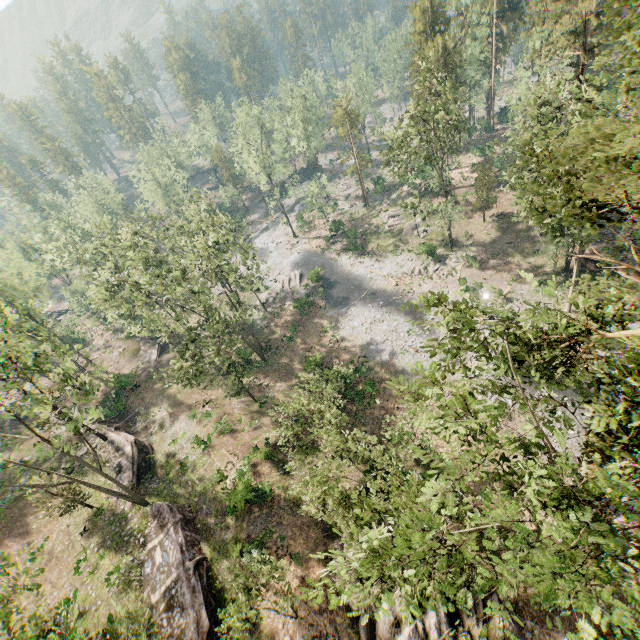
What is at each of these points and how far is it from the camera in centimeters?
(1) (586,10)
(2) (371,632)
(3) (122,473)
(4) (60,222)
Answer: (1) foliage, 2286cm
(2) rock, 1794cm
(3) ground embankment, 2859cm
(4) foliage, 5975cm

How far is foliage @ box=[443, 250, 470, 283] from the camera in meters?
40.9

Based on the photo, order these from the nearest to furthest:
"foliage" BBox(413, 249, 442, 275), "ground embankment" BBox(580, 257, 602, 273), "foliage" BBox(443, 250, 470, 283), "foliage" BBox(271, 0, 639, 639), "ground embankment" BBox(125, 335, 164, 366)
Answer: "foliage" BBox(271, 0, 639, 639)
"ground embankment" BBox(580, 257, 602, 273)
"foliage" BBox(443, 250, 470, 283)
"foliage" BBox(413, 249, 442, 275)
"ground embankment" BBox(125, 335, 164, 366)

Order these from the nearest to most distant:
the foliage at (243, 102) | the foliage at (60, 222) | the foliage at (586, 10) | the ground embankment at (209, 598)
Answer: the foliage at (586, 10)
the ground embankment at (209, 598)
the foliage at (243, 102)
the foliage at (60, 222)

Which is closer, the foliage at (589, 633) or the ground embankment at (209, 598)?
the foliage at (589, 633)

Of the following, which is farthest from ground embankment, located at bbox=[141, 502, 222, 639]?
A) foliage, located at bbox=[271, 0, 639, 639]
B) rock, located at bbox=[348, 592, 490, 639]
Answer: foliage, located at bbox=[271, 0, 639, 639]

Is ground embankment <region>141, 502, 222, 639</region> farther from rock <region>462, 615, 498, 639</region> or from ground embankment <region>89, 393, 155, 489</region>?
ground embankment <region>89, 393, 155, 489</region>

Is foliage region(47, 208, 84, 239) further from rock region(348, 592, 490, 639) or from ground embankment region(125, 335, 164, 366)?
rock region(348, 592, 490, 639)
